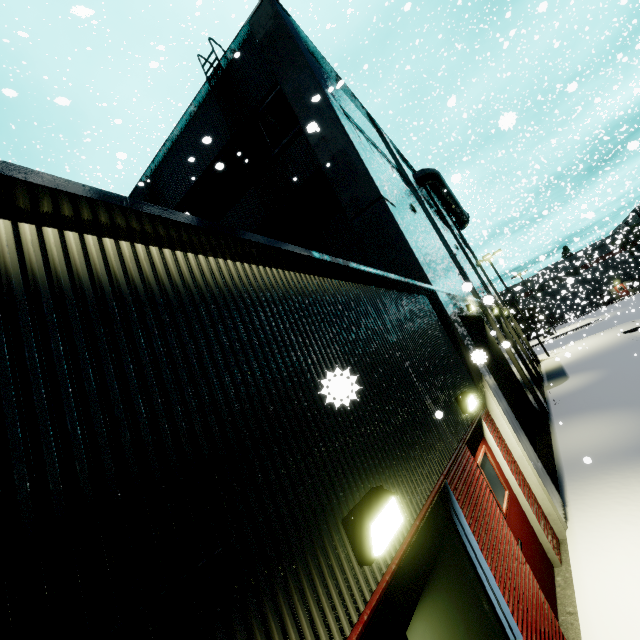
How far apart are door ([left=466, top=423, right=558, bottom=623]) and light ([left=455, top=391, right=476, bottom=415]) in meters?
0.2

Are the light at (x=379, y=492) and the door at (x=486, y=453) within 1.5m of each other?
no

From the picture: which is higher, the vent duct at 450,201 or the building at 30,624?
the vent duct at 450,201

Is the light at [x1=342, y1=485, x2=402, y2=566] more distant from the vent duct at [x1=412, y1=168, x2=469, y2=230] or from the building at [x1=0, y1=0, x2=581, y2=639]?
the vent duct at [x1=412, y1=168, x2=469, y2=230]

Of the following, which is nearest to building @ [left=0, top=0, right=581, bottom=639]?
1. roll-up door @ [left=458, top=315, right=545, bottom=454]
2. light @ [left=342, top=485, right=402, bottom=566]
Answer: roll-up door @ [left=458, top=315, right=545, bottom=454]

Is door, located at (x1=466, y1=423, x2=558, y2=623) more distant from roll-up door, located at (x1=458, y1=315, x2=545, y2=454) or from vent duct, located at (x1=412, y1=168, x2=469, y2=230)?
vent duct, located at (x1=412, y1=168, x2=469, y2=230)

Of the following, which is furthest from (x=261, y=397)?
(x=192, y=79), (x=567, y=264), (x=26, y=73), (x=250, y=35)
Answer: (x=567, y=264)

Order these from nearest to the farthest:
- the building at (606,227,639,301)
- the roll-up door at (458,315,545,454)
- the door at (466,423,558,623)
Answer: the door at (466,423,558,623) < the roll-up door at (458,315,545,454) < the building at (606,227,639,301)
